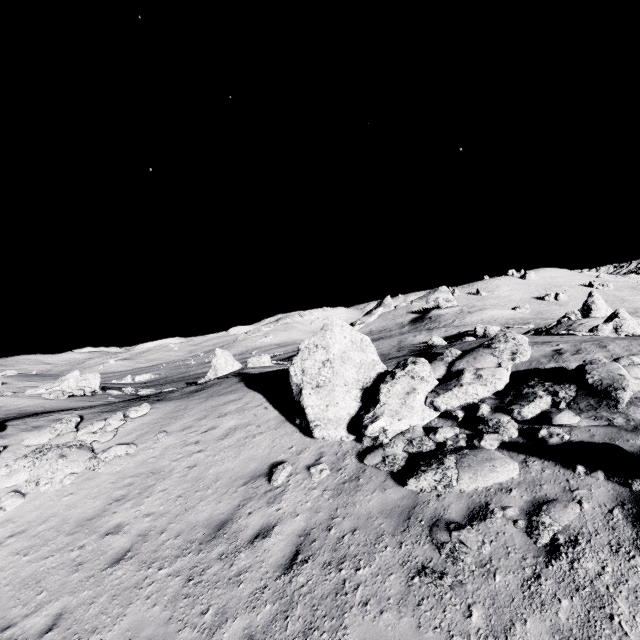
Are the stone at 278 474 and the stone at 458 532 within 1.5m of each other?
no

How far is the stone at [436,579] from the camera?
4.4 meters

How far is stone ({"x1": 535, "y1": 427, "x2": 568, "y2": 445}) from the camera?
6.1m

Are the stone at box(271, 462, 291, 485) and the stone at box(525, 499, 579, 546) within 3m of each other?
no

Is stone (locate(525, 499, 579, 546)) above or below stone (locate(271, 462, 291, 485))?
above

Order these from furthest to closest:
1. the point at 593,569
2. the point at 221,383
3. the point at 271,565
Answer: the point at 221,383
the point at 271,565
the point at 593,569

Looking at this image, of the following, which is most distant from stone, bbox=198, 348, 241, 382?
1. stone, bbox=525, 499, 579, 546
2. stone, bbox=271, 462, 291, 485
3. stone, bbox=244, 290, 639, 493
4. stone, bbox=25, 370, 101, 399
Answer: stone, bbox=525, 499, 579, 546

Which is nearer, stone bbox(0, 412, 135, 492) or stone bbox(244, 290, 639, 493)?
stone bbox(244, 290, 639, 493)
